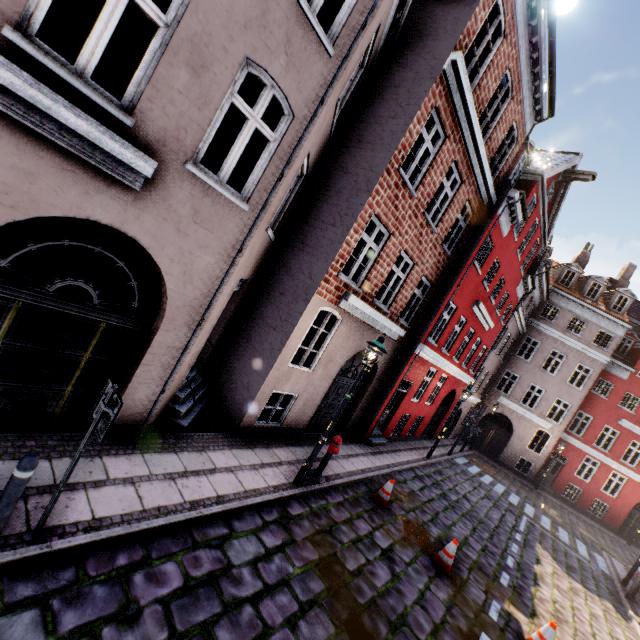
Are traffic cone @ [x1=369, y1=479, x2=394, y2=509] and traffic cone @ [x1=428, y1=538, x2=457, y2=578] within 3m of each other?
yes

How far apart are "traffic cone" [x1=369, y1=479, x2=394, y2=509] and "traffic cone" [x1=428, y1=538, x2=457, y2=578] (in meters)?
1.28

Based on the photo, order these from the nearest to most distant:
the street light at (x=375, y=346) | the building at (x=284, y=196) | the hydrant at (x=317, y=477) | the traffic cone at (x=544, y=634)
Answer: the building at (x=284, y=196) < the traffic cone at (x=544, y=634) < the street light at (x=375, y=346) < the hydrant at (x=317, y=477)

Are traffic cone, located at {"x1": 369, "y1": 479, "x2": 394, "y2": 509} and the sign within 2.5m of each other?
no

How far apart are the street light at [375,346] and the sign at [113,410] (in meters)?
4.73

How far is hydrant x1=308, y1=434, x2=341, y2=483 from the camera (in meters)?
7.92

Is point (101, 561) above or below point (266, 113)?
below

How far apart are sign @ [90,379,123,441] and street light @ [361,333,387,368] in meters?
4.7 m
